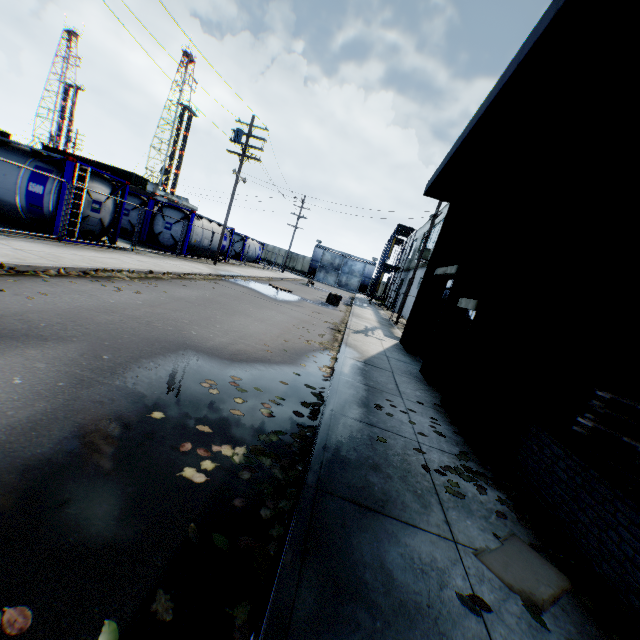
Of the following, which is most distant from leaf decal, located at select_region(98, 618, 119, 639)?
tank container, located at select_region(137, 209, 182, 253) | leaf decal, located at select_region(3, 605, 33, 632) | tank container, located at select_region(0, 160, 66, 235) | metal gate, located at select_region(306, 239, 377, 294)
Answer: metal gate, located at select_region(306, 239, 377, 294)

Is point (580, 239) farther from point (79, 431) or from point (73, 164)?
point (73, 164)

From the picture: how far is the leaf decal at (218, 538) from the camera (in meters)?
2.39

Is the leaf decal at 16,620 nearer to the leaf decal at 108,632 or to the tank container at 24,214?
the leaf decal at 108,632

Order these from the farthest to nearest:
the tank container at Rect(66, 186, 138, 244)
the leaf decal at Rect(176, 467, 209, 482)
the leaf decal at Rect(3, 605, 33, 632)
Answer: the tank container at Rect(66, 186, 138, 244)
the leaf decal at Rect(176, 467, 209, 482)
the leaf decal at Rect(3, 605, 33, 632)

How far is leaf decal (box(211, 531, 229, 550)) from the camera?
2.39m

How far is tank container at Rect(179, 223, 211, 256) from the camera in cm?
2097

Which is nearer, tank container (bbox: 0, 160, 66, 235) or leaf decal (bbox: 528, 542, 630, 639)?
leaf decal (bbox: 528, 542, 630, 639)
